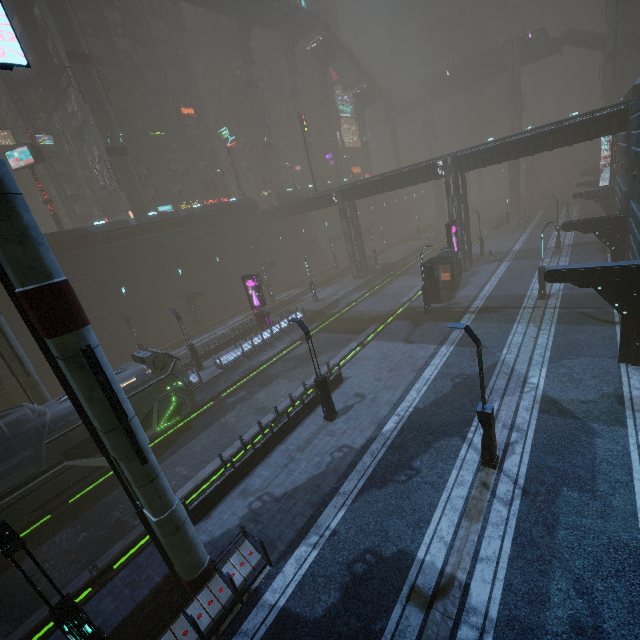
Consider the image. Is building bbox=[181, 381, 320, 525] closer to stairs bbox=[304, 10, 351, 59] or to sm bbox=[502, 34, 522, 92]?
stairs bbox=[304, 10, 351, 59]

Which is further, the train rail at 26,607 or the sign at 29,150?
the sign at 29,150

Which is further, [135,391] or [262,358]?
[262,358]

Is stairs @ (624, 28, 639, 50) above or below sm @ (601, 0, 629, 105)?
above

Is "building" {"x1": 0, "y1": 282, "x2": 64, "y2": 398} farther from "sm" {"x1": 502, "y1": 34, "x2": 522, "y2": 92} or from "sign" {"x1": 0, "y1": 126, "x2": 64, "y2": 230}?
"sm" {"x1": 502, "y1": 34, "x2": 522, "y2": 92}

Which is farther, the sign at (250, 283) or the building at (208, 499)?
the sign at (250, 283)

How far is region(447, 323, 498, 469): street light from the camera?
10.5m

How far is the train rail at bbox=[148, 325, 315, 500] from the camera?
17.30m
